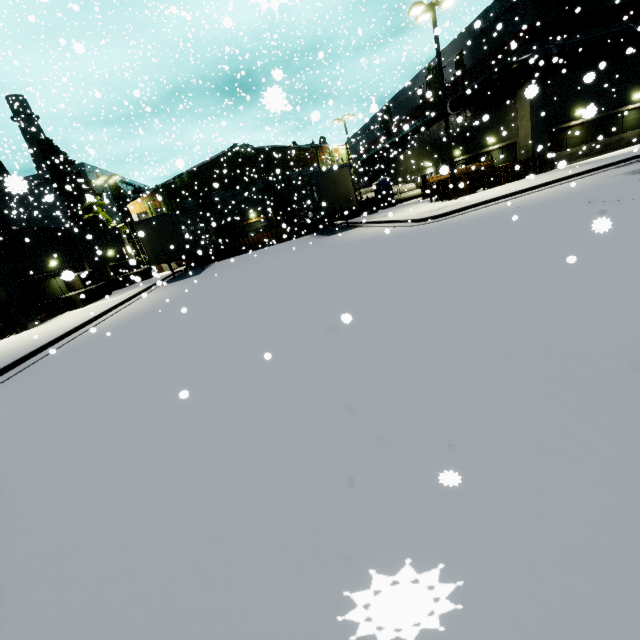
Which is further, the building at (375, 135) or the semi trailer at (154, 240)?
the building at (375, 135)

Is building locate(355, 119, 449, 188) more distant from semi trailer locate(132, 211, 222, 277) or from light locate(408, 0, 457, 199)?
light locate(408, 0, 457, 199)

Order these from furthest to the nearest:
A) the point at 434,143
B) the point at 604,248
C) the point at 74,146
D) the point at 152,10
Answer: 1. the point at 152,10
2. the point at 434,143
3. the point at 74,146
4. the point at 604,248

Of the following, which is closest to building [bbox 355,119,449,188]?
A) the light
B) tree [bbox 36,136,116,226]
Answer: tree [bbox 36,136,116,226]

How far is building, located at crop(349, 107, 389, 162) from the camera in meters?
35.3 m

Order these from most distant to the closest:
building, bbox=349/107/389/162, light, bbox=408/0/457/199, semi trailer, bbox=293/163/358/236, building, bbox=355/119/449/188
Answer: building, bbox=349/107/389/162 < building, bbox=355/119/449/188 < semi trailer, bbox=293/163/358/236 < light, bbox=408/0/457/199

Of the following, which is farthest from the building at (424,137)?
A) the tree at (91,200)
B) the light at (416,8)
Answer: the light at (416,8)

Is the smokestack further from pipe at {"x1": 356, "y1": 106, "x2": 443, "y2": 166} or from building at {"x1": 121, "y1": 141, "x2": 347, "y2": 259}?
pipe at {"x1": 356, "y1": 106, "x2": 443, "y2": 166}
